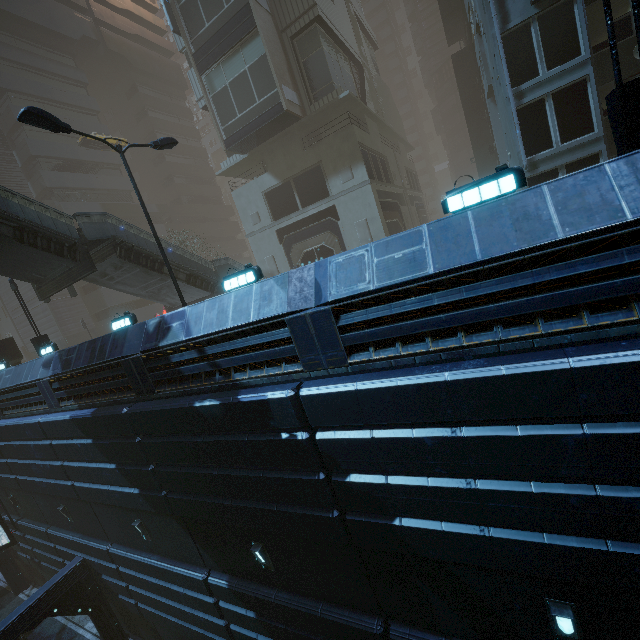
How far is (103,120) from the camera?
46.8m

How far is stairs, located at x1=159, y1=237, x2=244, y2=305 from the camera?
17.11m

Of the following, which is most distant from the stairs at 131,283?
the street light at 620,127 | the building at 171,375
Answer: the street light at 620,127

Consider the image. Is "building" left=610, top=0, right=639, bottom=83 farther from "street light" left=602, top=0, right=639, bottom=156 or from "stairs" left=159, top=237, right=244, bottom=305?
"stairs" left=159, top=237, right=244, bottom=305

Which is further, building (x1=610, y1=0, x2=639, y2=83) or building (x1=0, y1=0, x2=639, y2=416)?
building (x1=610, y1=0, x2=639, y2=83)

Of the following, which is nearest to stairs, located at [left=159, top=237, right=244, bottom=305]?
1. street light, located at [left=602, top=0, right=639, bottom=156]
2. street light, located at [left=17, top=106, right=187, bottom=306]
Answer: street light, located at [left=17, top=106, right=187, bottom=306]

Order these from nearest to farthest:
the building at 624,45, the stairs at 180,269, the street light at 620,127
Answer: the street light at 620,127, the building at 624,45, the stairs at 180,269

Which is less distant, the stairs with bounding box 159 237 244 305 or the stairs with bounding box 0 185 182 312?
the stairs with bounding box 0 185 182 312
